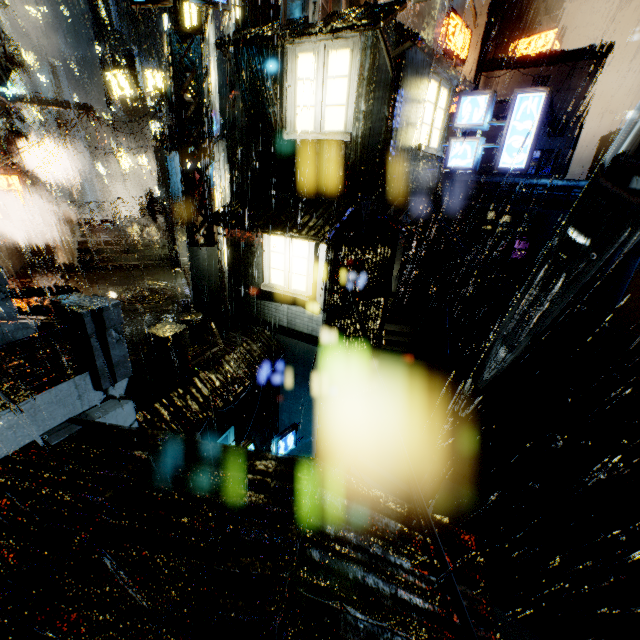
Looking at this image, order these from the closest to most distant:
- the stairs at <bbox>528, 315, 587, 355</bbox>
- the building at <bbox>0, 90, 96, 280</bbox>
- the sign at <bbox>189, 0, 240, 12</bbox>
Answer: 1. the sign at <bbox>189, 0, 240, 12</bbox>
2. the building at <bbox>0, 90, 96, 280</bbox>
3. the stairs at <bbox>528, 315, 587, 355</bbox>

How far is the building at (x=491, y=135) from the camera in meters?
21.1

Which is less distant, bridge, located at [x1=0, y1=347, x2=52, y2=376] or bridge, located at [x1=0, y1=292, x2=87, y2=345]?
bridge, located at [x1=0, y1=347, x2=52, y2=376]

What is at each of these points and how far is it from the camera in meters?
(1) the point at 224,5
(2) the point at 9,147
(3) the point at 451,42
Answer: (1) sign, 10.6
(2) building, 20.5
(3) sign, 17.7

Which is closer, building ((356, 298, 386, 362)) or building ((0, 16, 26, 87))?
building ((356, 298, 386, 362))

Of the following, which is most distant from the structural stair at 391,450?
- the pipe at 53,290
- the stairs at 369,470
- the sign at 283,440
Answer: the pipe at 53,290

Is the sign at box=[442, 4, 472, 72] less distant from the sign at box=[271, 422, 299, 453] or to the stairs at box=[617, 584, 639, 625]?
the stairs at box=[617, 584, 639, 625]

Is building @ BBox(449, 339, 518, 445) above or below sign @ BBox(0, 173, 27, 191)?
below
